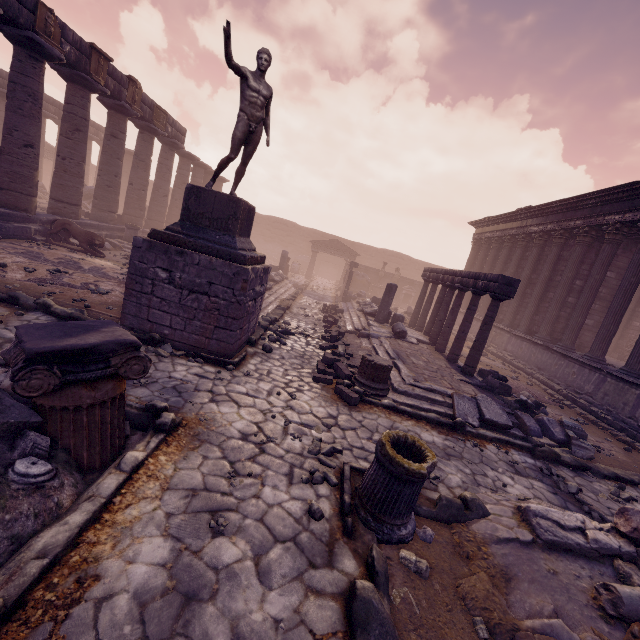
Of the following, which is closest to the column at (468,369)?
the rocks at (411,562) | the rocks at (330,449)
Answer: the rocks at (330,449)

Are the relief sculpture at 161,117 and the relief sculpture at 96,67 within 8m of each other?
yes

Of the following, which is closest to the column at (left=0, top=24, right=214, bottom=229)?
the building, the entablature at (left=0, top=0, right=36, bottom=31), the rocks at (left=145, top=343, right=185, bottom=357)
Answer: the entablature at (left=0, top=0, right=36, bottom=31)

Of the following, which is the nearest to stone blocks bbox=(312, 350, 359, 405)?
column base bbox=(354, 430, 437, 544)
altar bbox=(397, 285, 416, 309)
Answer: column base bbox=(354, 430, 437, 544)

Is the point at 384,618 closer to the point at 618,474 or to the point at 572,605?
the point at 572,605

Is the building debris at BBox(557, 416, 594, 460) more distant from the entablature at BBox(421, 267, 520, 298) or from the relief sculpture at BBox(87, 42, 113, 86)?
the relief sculpture at BBox(87, 42, 113, 86)

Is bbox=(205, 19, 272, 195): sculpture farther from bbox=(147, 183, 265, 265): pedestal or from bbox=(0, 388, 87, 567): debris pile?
bbox=(0, 388, 87, 567): debris pile

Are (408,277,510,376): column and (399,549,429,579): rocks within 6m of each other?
no
